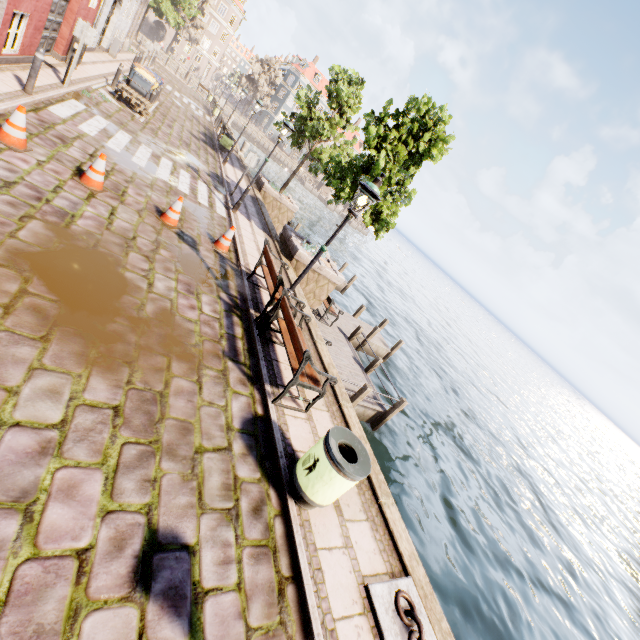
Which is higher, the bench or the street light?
the street light

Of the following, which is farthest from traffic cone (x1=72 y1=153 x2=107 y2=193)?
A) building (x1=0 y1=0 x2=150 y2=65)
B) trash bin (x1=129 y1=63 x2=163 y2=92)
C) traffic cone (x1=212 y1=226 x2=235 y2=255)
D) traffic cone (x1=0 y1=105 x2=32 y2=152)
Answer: trash bin (x1=129 y1=63 x2=163 y2=92)

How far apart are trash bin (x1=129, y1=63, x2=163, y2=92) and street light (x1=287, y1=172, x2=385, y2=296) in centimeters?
1467cm

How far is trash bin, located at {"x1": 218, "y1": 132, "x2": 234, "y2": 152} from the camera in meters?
19.8 m

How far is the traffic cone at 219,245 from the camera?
8.76m

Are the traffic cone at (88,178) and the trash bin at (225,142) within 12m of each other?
no

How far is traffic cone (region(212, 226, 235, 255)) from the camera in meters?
8.8 m

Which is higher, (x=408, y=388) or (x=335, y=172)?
(x=335, y=172)
